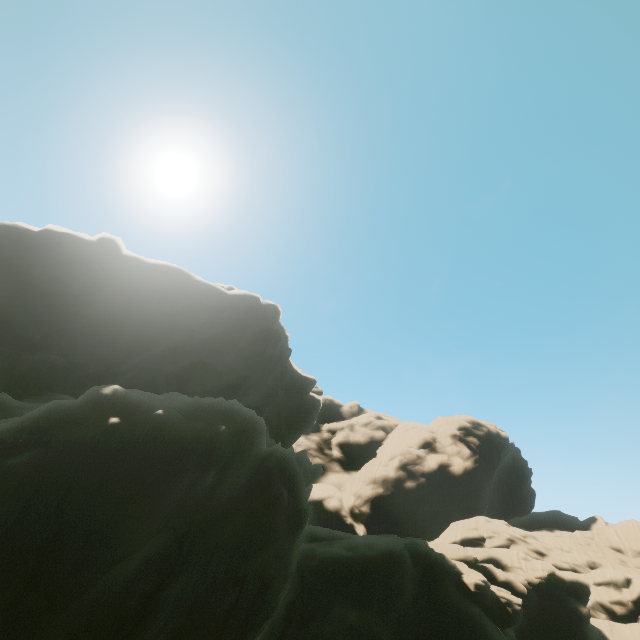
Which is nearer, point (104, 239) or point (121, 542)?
point (121, 542)
